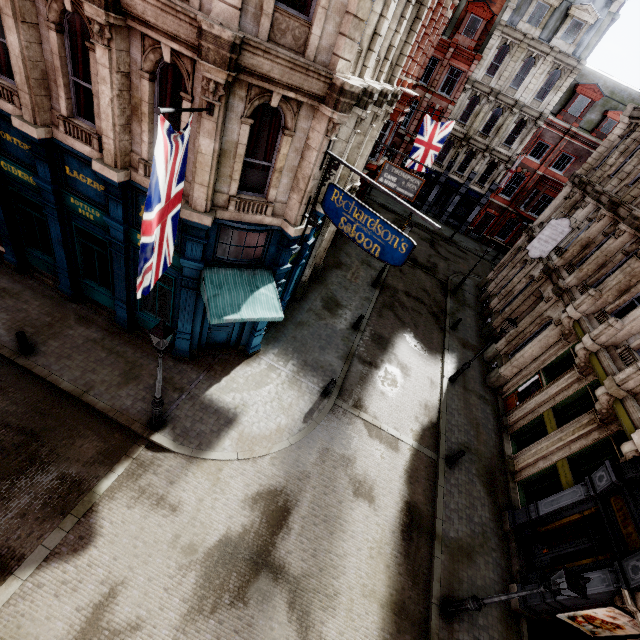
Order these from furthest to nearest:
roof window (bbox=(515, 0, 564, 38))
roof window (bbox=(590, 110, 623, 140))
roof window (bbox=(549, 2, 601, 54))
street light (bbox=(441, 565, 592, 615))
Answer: roof window (bbox=(590, 110, 623, 140)), roof window (bbox=(515, 0, 564, 38)), roof window (bbox=(549, 2, 601, 54)), street light (bbox=(441, 565, 592, 615))

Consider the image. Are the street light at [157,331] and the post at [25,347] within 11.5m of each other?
yes

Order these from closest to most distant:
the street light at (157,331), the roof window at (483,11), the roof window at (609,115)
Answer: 1. the street light at (157,331)
2. the roof window at (483,11)
3. the roof window at (609,115)

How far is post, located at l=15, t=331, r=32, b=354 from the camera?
10.0 meters

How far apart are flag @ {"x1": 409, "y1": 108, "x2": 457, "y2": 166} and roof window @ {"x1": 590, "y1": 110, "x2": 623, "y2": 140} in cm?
2091

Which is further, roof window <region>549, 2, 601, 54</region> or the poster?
roof window <region>549, 2, 601, 54</region>

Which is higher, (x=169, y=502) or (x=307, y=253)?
(x=307, y=253)

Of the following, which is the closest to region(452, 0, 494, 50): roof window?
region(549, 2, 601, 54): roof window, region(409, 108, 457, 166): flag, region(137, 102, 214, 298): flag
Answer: region(549, 2, 601, 54): roof window
